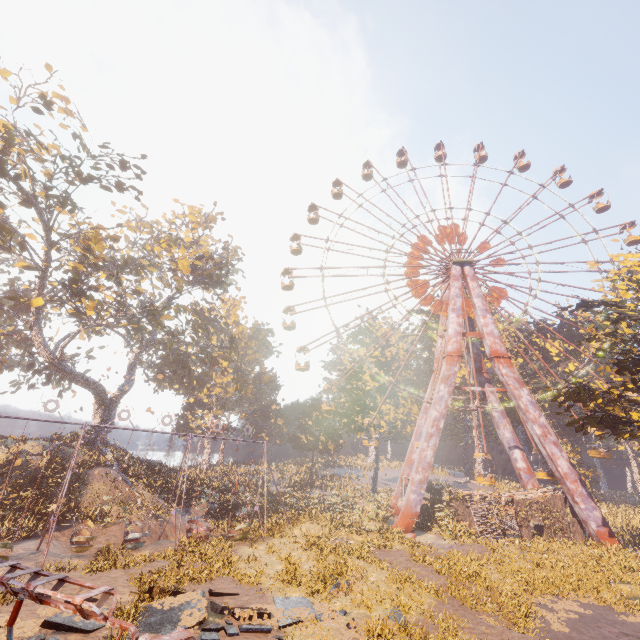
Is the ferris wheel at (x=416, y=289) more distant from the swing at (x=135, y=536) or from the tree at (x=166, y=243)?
the swing at (x=135, y=536)

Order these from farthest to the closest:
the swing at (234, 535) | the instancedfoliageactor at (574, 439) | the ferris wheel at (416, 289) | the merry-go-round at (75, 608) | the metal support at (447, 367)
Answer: the instancedfoliageactor at (574, 439) < the ferris wheel at (416, 289) < the metal support at (447, 367) < the swing at (234, 535) < the merry-go-round at (75, 608)

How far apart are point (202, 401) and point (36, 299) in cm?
3790

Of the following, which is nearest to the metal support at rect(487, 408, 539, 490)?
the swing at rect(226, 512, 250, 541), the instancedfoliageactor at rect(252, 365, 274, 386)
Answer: the swing at rect(226, 512, 250, 541)

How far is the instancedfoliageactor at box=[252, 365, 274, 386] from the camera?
55.0 meters

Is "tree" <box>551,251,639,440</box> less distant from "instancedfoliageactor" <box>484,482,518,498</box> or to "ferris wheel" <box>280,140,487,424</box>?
"ferris wheel" <box>280,140,487,424</box>

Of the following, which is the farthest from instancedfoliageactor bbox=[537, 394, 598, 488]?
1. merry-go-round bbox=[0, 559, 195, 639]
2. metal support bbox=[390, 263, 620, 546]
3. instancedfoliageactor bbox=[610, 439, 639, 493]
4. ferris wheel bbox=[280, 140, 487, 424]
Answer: merry-go-round bbox=[0, 559, 195, 639]

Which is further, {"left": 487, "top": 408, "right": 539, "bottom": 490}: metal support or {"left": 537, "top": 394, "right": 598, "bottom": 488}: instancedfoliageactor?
{"left": 537, "top": 394, "right": 598, "bottom": 488}: instancedfoliageactor
